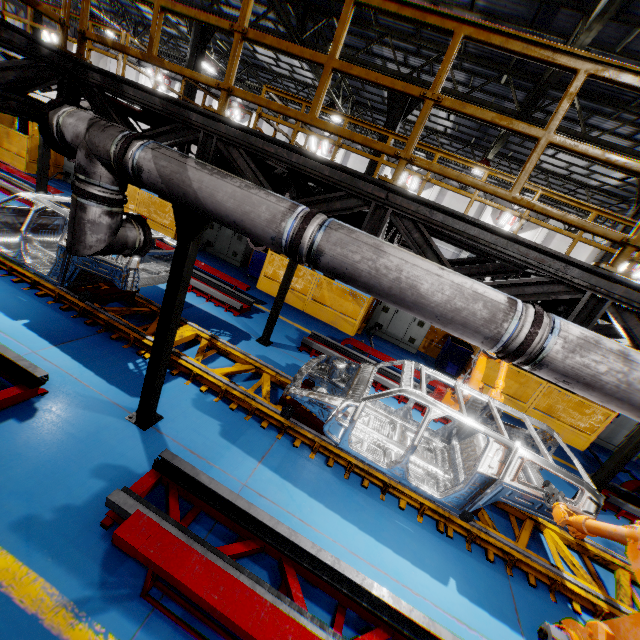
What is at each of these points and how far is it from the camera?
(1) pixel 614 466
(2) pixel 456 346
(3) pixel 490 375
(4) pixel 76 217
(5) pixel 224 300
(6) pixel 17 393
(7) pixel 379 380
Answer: (1) metal pole, 6.5 meters
(2) toolbox, 11.0 meters
(3) metal panel, 10.3 meters
(4) vent pipe, 3.5 meters
(5) metal platform, 9.1 meters
(6) metal platform, 4.1 meters
(7) metal platform, 8.3 meters

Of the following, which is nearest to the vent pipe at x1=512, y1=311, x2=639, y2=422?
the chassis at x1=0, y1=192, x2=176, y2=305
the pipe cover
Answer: the pipe cover

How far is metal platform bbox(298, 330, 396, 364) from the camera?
8.6 meters

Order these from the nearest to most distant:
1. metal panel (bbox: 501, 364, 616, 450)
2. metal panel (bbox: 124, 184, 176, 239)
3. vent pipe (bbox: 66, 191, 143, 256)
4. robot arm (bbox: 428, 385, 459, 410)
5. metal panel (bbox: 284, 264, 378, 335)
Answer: vent pipe (bbox: 66, 191, 143, 256)
robot arm (bbox: 428, 385, 459, 410)
metal panel (bbox: 501, 364, 616, 450)
metal panel (bbox: 284, 264, 378, 335)
metal panel (bbox: 124, 184, 176, 239)

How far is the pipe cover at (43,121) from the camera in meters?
3.3

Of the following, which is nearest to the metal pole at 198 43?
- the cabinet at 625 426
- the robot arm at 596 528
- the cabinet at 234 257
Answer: the cabinet at 234 257

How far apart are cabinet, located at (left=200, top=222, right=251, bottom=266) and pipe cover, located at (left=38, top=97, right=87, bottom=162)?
9.17m

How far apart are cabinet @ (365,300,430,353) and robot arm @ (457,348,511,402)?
3.5m
